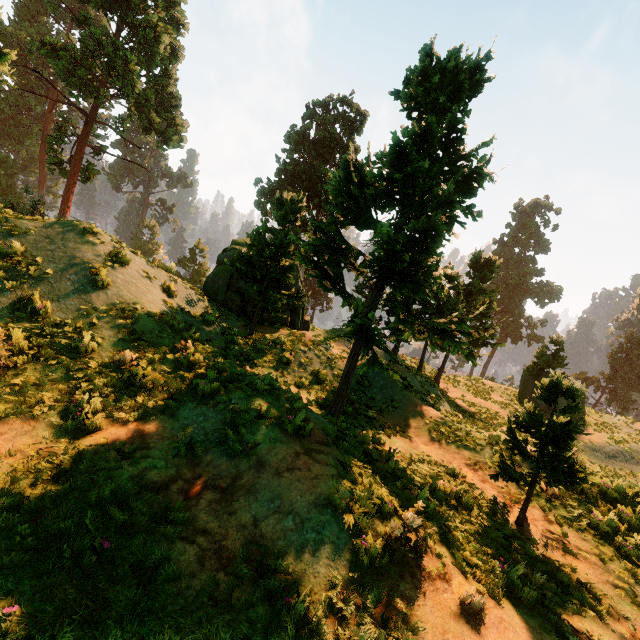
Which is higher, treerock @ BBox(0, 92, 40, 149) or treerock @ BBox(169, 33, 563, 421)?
treerock @ BBox(0, 92, 40, 149)

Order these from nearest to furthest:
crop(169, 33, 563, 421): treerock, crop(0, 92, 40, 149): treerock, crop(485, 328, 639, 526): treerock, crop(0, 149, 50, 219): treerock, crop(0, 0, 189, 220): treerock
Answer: crop(485, 328, 639, 526): treerock
crop(169, 33, 563, 421): treerock
crop(0, 149, 50, 219): treerock
crop(0, 0, 189, 220): treerock
crop(0, 92, 40, 149): treerock

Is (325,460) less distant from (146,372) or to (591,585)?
(146,372)

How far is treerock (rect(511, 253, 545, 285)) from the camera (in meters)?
57.03

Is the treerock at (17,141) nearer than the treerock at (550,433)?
No

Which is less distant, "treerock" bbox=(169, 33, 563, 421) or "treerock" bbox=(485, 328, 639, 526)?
"treerock" bbox=(485, 328, 639, 526)
